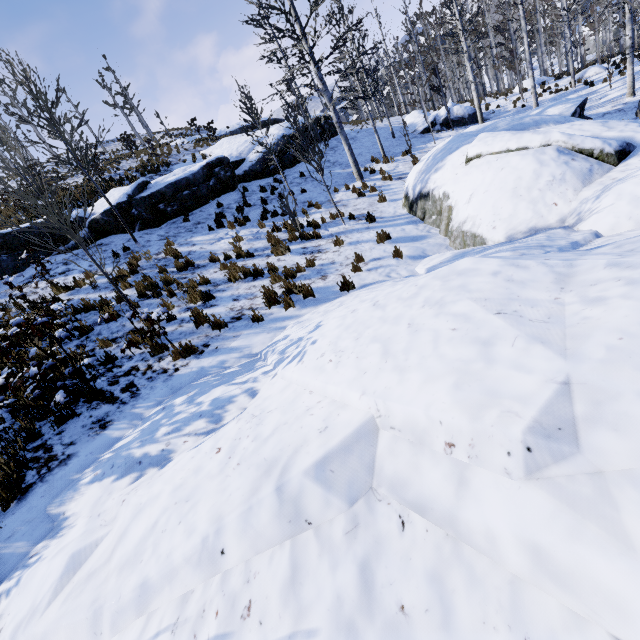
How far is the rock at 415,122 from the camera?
21.40m

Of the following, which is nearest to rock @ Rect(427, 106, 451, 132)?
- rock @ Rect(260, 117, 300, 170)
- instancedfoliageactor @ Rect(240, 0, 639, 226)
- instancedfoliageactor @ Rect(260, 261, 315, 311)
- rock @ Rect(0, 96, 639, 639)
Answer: instancedfoliageactor @ Rect(240, 0, 639, 226)

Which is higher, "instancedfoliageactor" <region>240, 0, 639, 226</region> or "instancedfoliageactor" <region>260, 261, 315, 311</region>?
"instancedfoliageactor" <region>240, 0, 639, 226</region>

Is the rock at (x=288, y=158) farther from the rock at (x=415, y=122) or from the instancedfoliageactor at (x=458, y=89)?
the instancedfoliageactor at (x=458, y=89)

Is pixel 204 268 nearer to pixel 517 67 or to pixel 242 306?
pixel 242 306

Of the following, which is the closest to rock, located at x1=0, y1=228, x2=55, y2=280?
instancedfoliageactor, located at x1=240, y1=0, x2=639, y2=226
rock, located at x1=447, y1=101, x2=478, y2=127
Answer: rock, located at x1=447, y1=101, x2=478, y2=127

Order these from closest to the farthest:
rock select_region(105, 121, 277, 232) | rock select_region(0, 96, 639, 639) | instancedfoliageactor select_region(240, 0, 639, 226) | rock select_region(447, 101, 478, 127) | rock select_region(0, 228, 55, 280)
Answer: rock select_region(0, 96, 639, 639)
rock select_region(0, 228, 55, 280)
instancedfoliageactor select_region(240, 0, 639, 226)
rock select_region(105, 121, 277, 232)
rock select_region(447, 101, 478, 127)

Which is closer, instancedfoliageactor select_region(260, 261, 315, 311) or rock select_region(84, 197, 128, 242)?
instancedfoliageactor select_region(260, 261, 315, 311)
